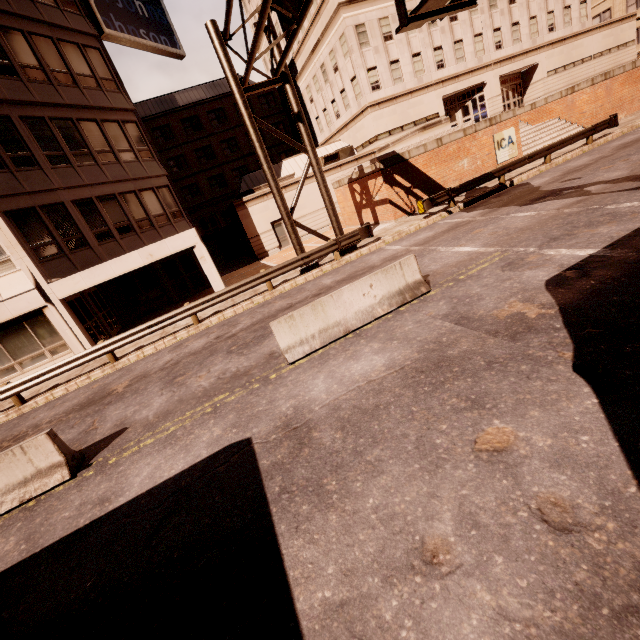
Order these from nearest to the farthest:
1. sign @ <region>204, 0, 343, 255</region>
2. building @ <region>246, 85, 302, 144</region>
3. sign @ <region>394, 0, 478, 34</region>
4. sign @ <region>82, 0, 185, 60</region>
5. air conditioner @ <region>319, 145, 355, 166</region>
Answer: sign @ <region>394, 0, 478, 34</region> → sign @ <region>204, 0, 343, 255</region> → sign @ <region>82, 0, 185, 60</region> → air conditioner @ <region>319, 145, 355, 166</region> → building @ <region>246, 85, 302, 144</region>

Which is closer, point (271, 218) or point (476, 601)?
point (476, 601)

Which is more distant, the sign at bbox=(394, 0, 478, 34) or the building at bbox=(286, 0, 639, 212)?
the building at bbox=(286, 0, 639, 212)

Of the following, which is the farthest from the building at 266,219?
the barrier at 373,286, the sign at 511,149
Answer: the sign at 511,149

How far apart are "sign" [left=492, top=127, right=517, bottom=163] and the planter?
2.6m

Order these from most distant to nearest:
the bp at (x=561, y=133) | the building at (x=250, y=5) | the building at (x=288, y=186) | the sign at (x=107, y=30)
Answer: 1. the building at (x=250, y=5)
2. the building at (x=288, y=186)
3. the bp at (x=561, y=133)
4. the sign at (x=107, y=30)

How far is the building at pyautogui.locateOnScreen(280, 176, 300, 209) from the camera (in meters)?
26.47

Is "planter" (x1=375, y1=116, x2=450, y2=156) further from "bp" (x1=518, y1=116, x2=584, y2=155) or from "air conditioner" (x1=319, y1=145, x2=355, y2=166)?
"air conditioner" (x1=319, y1=145, x2=355, y2=166)
